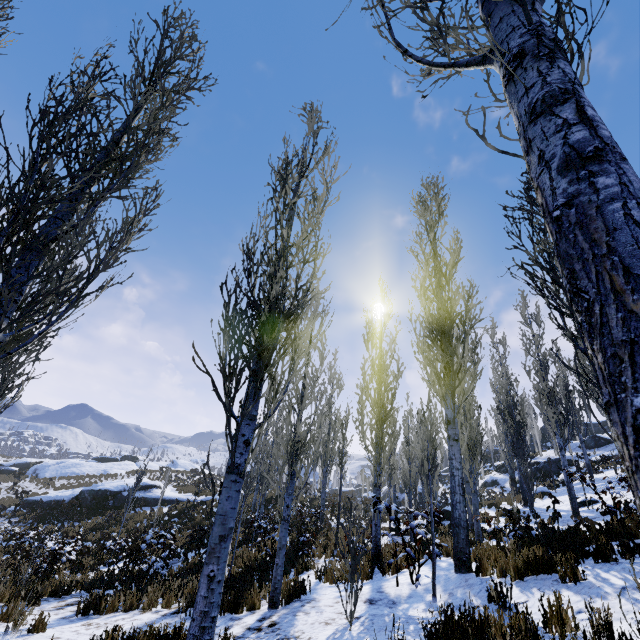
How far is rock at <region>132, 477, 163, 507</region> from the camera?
25.5m

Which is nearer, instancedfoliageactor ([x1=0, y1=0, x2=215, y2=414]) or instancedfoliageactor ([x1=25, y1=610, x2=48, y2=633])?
instancedfoliageactor ([x1=0, y1=0, x2=215, y2=414])

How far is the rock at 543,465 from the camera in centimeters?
3395cm

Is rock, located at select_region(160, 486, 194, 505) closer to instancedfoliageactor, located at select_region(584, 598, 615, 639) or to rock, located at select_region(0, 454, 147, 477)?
instancedfoliageactor, located at select_region(584, 598, 615, 639)

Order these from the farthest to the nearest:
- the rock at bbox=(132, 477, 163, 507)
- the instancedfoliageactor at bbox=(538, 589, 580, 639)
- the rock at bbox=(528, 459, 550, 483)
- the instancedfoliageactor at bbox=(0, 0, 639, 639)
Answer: the rock at bbox=(528, 459, 550, 483) → the rock at bbox=(132, 477, 163, 507) → the instancedfoliageactor at bbox=(538, 589, 580, 639) → the instancedfoliageactor at bbox=(0, 0, 639, 639)

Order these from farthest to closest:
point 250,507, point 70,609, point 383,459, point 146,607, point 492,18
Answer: point 250,507
point 383,459
point 70,609
point 146,607
point 492,18

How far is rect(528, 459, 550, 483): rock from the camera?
34.0m

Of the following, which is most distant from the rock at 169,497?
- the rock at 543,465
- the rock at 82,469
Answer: the rock at 543,465
